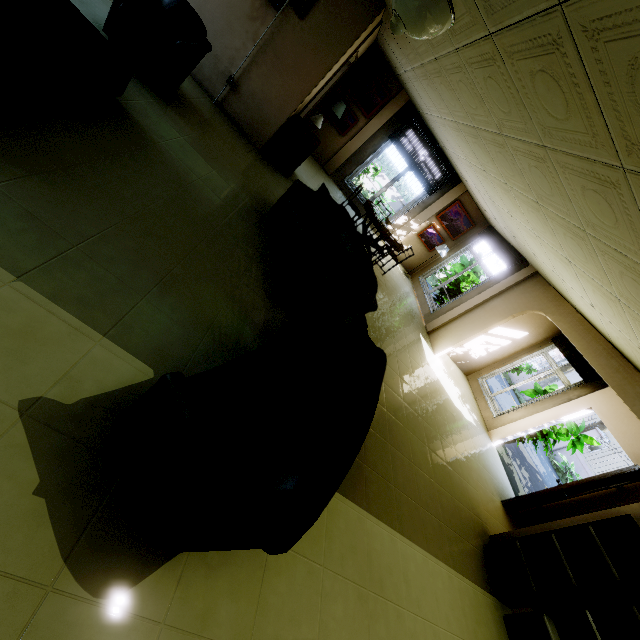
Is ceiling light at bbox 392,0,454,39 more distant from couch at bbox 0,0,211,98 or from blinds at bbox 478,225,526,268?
blinds at bbox 478,225,526,268

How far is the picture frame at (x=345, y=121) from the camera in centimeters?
848cm

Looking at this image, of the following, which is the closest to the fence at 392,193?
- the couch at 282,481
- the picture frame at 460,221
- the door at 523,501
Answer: the picture frame at 460,221

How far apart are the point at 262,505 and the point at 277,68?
6.1m

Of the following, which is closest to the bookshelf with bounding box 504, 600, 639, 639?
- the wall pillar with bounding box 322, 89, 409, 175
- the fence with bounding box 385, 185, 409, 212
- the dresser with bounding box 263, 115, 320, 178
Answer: the dresser with bounding box 263, 115, 320, 178

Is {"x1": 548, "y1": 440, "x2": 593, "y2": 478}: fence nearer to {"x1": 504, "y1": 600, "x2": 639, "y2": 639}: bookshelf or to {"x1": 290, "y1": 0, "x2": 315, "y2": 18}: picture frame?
{"x1": 290, "y1": 0, "x2": 315, "y2": 18}: picture frame

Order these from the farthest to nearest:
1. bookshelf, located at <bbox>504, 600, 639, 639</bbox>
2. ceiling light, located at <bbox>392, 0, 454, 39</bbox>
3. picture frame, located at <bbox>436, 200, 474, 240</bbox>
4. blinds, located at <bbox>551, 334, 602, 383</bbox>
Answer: picture frame, located at <bbox>436, 200, 474, 240</bbox>
blinds, located at <bbox>551, 334, 602, 383</bbox>
bookshelf, located at <bbox>504, 600, 639, 639</bbox>
ceiling light, located at <bbox>392, 0, 454, 39</bbox>

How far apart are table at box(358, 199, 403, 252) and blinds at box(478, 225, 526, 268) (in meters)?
2.08
